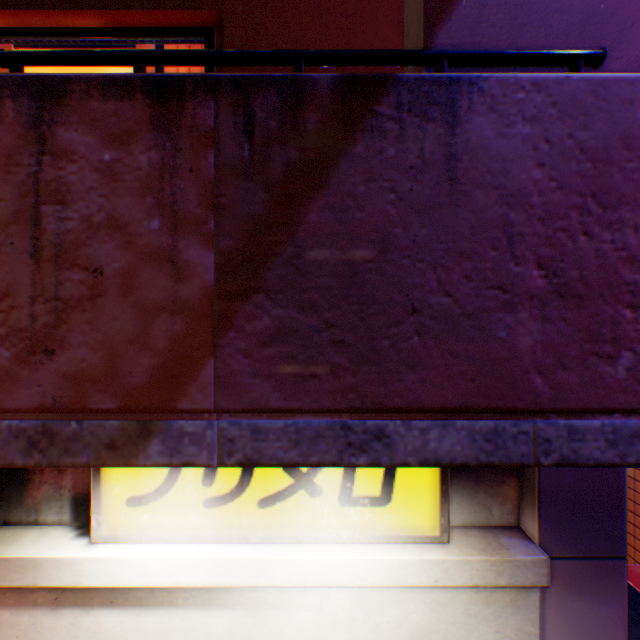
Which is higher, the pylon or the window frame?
the window frame

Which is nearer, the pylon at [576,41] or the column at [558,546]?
the pylon at [576,41]

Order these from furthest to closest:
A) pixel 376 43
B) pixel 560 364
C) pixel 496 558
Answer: pixel 376 43 < pixel 496 558 < pixel 560 364

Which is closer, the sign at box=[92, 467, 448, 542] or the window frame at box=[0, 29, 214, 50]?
the sign at box=[92, 467, 448, 542]

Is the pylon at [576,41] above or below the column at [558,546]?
above

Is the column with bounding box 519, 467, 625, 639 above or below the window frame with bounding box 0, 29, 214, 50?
below

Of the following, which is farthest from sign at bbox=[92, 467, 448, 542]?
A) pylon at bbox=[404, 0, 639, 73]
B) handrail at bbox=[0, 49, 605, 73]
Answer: handrail at bbox=[0, 49, 605, 73]

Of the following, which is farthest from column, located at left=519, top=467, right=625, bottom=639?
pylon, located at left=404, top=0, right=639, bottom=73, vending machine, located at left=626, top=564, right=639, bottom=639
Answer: pylon, located at left=404, top=0, right=639, bottom=73
